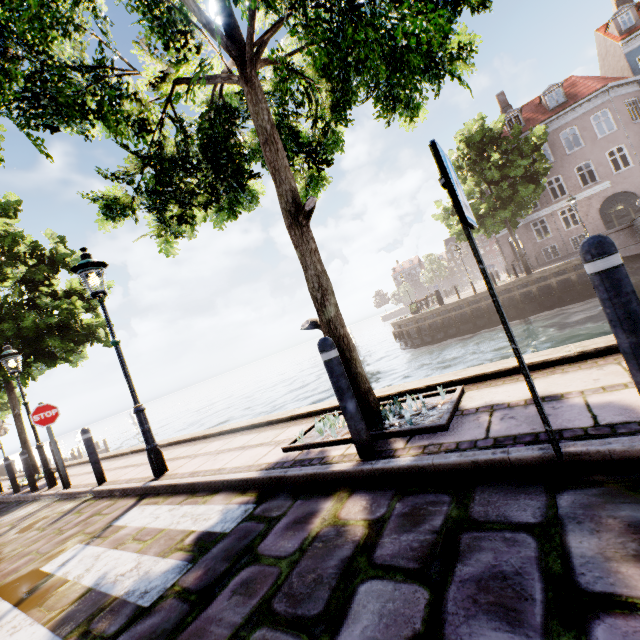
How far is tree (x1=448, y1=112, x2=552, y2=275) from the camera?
18.7m

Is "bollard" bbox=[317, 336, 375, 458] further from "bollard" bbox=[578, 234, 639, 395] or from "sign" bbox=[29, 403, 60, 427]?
"sign" bbox=[29, 403, 60, 427]

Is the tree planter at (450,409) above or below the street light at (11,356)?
below

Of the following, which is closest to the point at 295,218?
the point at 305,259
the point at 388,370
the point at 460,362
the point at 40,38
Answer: the point at 305,259

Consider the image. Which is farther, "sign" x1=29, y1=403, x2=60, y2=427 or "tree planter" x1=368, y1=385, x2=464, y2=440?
"sign" x1=29, y1=403, x2=60, y2=427

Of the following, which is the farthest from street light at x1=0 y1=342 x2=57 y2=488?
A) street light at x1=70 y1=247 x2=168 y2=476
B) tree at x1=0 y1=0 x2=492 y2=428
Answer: street light at x1=70 y1=247 x2=168 y2=476

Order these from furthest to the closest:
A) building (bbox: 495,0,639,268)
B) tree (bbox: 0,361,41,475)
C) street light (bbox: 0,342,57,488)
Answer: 1. building (bbox: 495,0,639,268)
2. tree (bbox: 0,361,41,475)
3. street light (bbox: 0,342,57,488)

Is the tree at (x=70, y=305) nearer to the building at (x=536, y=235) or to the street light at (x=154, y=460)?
the street light at (x=154, y=460)
